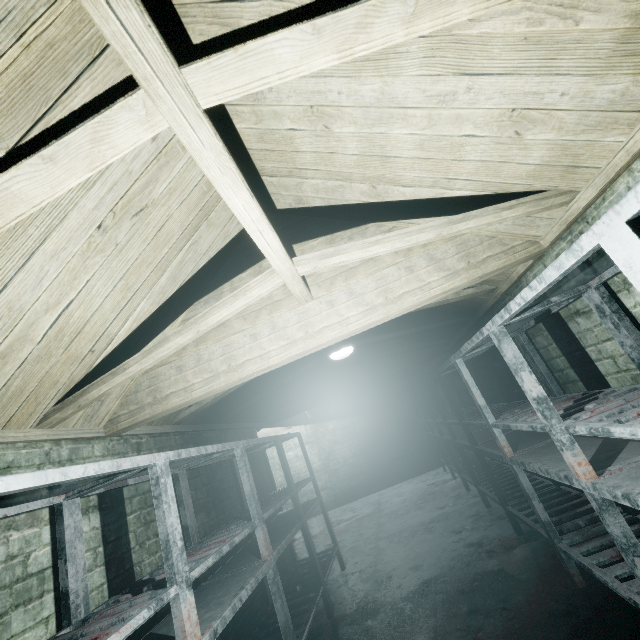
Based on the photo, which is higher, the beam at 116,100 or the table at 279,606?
the beam at 116,100

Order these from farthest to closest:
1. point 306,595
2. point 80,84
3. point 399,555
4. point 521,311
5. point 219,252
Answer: point 399,555 < point 306,595 < point 219,252 < point 521,311 < point 80,84

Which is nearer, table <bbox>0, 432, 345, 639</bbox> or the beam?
the beam

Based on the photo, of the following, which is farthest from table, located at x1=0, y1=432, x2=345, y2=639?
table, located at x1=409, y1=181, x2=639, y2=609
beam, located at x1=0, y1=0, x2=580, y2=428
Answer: table, located at x1=409, y1=181, x2=639, y2=609

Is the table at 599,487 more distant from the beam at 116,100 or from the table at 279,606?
the table at 279,606

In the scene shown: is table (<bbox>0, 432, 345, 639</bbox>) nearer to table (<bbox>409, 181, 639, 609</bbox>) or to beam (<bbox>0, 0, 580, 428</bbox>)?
beam (<bbox>0, 0, 580, 428</bbox>)
